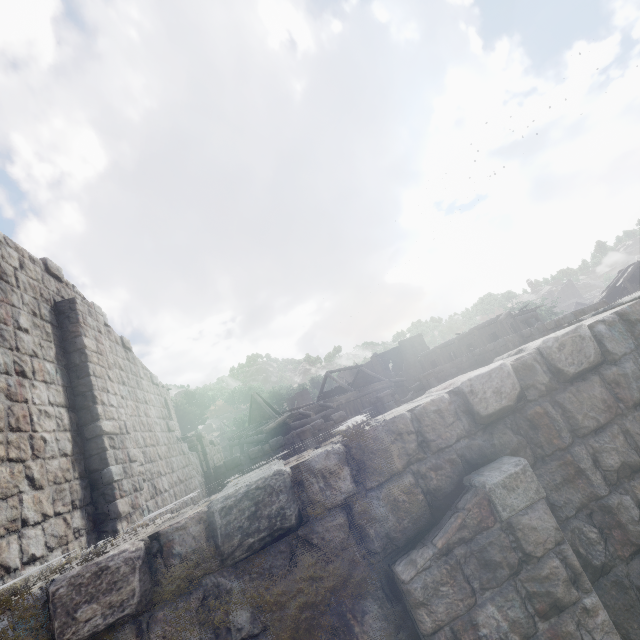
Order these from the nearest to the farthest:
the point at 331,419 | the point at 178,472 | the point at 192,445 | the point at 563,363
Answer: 1. the point at 563,363
2. the point at 178,472
3. the point at 192,445
4. the point at 331,419
